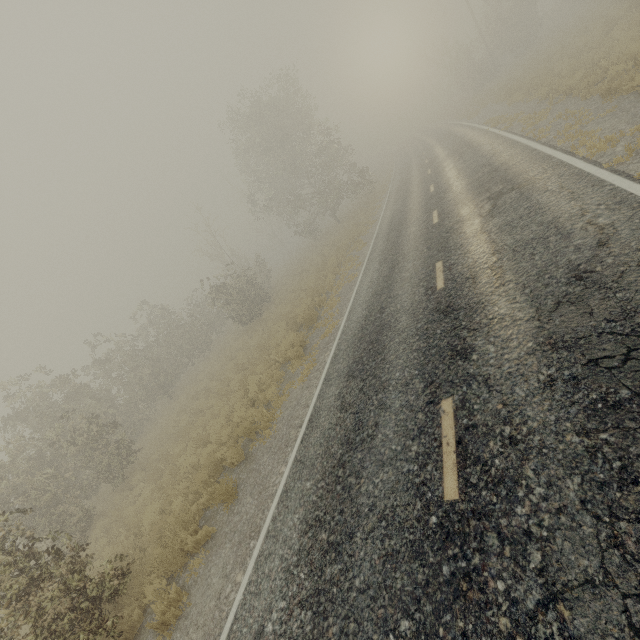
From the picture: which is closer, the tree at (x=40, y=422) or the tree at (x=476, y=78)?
the tree at (x=40, y=422)

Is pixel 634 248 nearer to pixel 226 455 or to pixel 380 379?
pixel 380 379

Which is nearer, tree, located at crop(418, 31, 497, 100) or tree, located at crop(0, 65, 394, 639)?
tree, located at crop(0, 65, 394, 639)

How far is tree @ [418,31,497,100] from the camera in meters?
34.8

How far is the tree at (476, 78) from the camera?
34.8 meters
